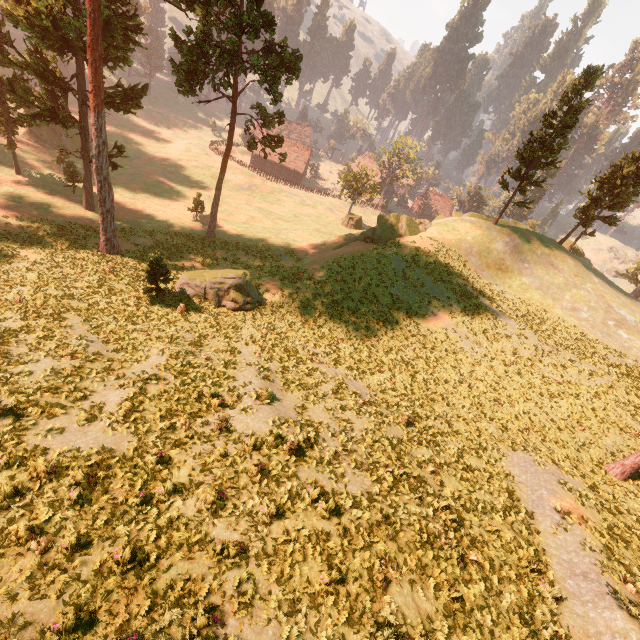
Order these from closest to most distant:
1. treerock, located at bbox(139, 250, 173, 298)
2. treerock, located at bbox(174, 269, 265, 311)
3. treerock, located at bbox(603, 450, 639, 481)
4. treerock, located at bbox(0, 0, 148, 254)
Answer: treerock, located at bbox(603, 450, 639, 481)
treerock, located at bbox(139, 250, 173, 298)
treerock, located at bbox(0, 0, 148, 254)
treerock, located at bbox(174, 269, 265, 311)

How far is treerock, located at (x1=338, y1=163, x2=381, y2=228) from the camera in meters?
53.7 m

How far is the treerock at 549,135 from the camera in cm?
3167

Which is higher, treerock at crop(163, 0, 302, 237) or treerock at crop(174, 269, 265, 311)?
treerock at crop(163, 0, 302, 237)

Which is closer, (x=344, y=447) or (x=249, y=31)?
(x=344, y=447)
